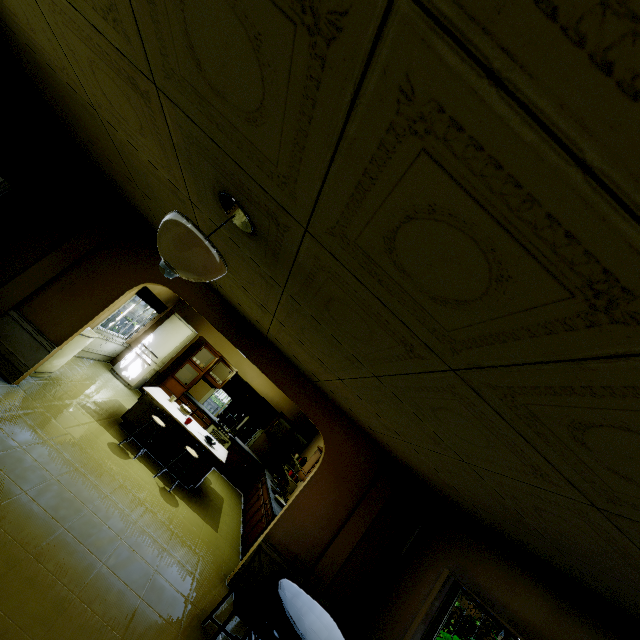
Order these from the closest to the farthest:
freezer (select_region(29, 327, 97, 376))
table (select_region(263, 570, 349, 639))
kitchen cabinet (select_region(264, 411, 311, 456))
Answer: table (select_region(263, 570, 349, 639)) < freezer (select_region(29, 327, 97, 376)) < kitchen cabinet (select_region(264, 411, 311, 456))

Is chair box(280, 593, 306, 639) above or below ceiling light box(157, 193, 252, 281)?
below

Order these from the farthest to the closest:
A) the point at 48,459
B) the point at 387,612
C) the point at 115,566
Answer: the point at 387,612 < the point at 48,459 < the point at 115,566

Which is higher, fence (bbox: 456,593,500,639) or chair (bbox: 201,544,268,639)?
fence (bbox: 456,593,500,639)

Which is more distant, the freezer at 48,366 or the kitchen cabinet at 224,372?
the kitchen cabinet at 224,372

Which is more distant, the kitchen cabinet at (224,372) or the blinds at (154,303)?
the blinds at (154,303)

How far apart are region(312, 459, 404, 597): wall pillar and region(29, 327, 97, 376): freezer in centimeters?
509cm

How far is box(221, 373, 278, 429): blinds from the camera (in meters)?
9.56
